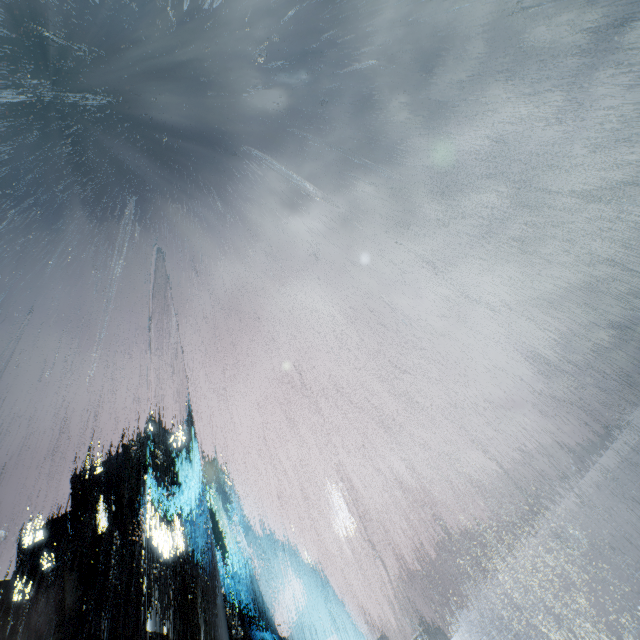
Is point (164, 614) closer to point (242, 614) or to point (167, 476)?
point (242, 614)
